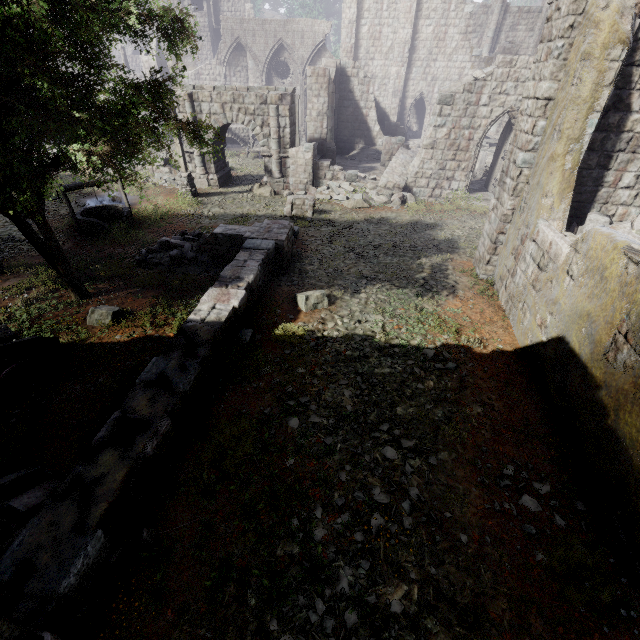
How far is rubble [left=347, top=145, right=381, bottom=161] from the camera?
24.5 meters

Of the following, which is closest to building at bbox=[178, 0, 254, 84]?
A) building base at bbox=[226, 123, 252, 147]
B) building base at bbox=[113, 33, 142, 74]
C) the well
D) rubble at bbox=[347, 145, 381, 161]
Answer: rubble at bbox=[347, 145, 381, 161]

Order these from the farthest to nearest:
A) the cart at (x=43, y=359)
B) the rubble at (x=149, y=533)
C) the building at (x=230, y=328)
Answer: the cart at (x=43, y=359), the rubble at (x=149, y=533), the building at (x=230, y=328)

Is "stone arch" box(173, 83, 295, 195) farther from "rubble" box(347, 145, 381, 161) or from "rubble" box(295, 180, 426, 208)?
"rubble" box(347, 145, 381, 161)

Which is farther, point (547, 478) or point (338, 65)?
point (338, 65)

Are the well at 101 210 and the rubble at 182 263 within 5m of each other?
yes

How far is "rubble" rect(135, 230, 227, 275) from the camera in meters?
10.2 m

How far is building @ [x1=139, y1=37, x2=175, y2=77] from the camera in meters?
29.9
